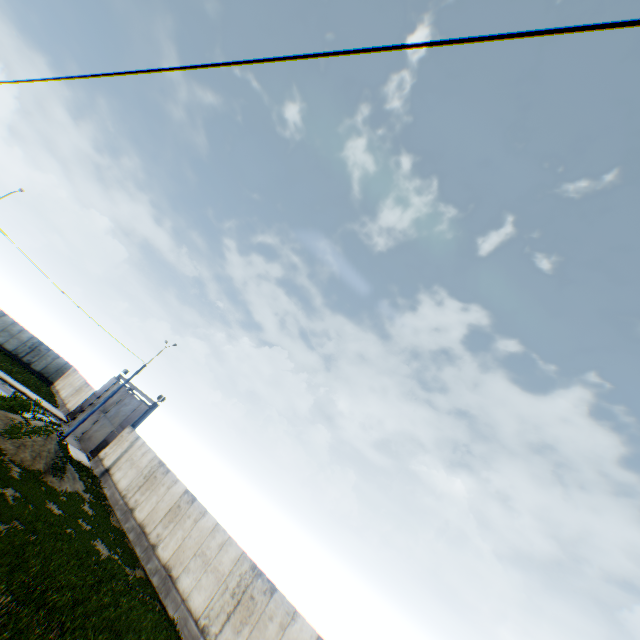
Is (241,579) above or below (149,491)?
above

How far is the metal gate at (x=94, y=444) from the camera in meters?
26.6 m

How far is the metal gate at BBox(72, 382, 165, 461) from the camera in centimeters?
2664cm

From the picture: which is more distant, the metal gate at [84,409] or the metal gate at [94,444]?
the metal gate at [84,409]

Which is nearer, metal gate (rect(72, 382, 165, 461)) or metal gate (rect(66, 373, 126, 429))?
metal gate (rect(72, 382, 165, 461))
